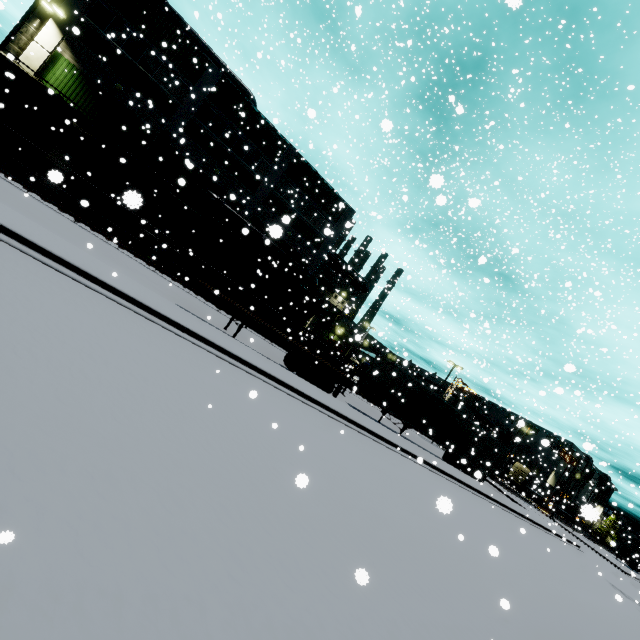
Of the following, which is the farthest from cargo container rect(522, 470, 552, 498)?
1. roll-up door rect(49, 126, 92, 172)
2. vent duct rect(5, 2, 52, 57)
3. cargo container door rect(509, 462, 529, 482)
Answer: roll-up door rect(49, 126, 92, 172)

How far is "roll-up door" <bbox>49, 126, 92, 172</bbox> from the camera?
22.3 meters

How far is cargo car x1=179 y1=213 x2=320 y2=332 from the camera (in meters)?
22.77

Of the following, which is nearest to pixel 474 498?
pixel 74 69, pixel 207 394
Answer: pixel 207 394

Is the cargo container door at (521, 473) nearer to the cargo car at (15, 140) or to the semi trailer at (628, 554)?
the semi trailer at (628, 554)

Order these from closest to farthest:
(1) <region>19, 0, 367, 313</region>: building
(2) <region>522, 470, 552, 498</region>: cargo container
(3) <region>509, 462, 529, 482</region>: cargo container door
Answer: (1) <region>19, 0, 367, 313</region>: building → (2) <region>522, 470, 552, 498</region>: cargo container → (3) <region>509, 462, 529, 482</region>: cargo container door

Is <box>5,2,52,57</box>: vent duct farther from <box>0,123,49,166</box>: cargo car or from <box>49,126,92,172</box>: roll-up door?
<box>49,126,92,172</box>: roll-up door

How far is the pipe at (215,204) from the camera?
25.42m
